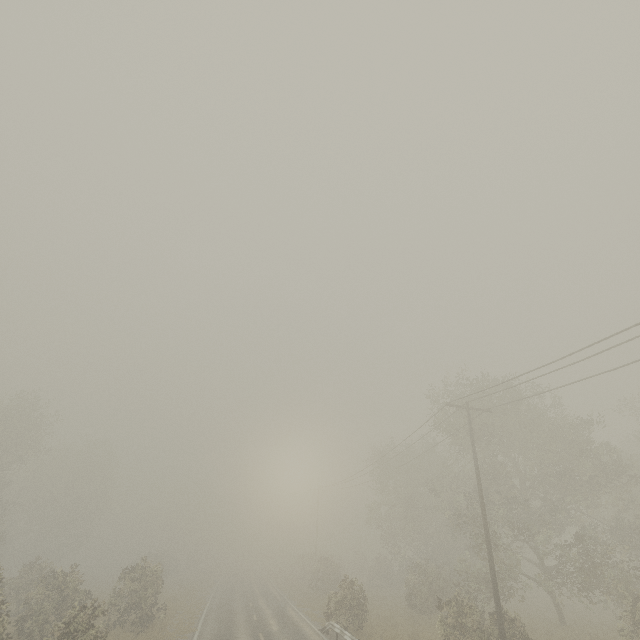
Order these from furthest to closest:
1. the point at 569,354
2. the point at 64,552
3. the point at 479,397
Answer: the point at 64,552 < the point at 479,397 < the point at 569,354

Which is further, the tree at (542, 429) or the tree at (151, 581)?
the tree at (542, 429)

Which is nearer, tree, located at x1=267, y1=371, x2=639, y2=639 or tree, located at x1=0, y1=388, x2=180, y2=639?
tree, located at x1=0, y1=388, x2=180, y2=639
